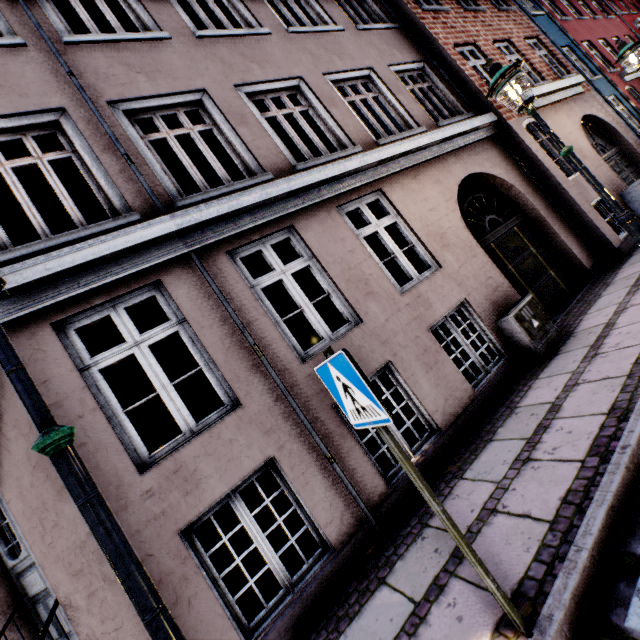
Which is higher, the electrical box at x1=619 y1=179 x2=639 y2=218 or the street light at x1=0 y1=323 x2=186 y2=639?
the street light at x1=0 y1=323 x2=186 y2=639

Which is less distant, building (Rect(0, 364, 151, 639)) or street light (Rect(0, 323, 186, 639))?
street light (Rect(0, 323, 186, 639))

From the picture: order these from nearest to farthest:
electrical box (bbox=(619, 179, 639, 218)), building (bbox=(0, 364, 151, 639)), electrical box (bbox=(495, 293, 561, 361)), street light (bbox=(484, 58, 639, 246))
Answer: building (bbox=(0, 364, 151, 639)) < street light (bbox=(484, 58, 639, 246)) < electrical box (bbox=(495, 293, 561, 361)) < electrical box (bbox=(619, 179, 639, 218))

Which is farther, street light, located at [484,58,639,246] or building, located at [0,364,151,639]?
street light, located at [484,58,639,246]

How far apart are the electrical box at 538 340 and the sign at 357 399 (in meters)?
4.12

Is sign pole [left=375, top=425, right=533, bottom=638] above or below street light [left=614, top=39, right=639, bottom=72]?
below

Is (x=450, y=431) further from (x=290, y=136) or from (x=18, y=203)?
(x=18, y=203)

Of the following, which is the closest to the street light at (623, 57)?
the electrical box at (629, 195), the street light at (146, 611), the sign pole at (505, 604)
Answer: the electrical box at (629, 195)
